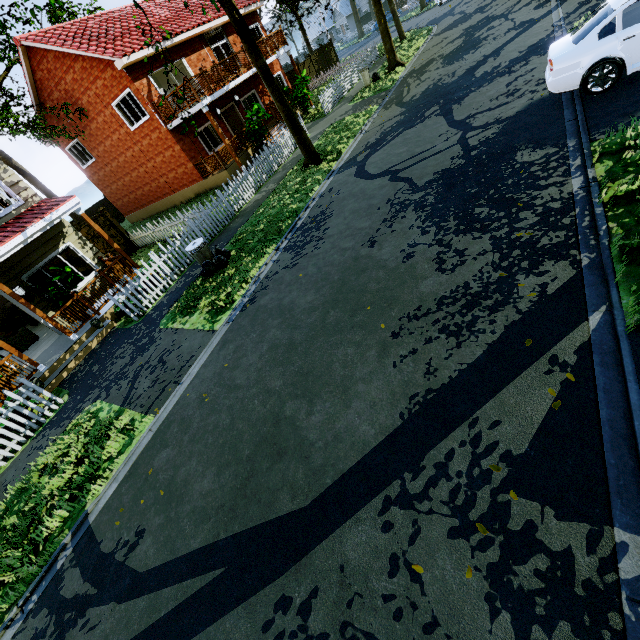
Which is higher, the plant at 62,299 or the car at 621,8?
the plant at 62,299

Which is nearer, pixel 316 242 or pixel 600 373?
pixel 600 373

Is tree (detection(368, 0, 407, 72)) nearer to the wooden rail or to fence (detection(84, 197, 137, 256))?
fence (detection(84, 197, 137, 256))

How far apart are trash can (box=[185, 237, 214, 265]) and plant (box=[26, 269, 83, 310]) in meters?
3.8 m

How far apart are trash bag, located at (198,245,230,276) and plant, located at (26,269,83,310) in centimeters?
417cm

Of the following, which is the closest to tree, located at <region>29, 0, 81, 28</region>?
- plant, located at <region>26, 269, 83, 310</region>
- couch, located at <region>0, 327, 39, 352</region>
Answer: plant, located at <region>26, 269, 83, 310</region>

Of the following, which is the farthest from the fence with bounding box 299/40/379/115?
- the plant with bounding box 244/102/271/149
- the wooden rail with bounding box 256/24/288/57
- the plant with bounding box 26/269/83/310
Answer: the wooden rail with bounding box 256/24/288/57

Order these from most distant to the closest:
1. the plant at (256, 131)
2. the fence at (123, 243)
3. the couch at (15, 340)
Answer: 1. the plant at (256, 131)
2. the fence at (123, 243)
3. the couch at (15, 340)
